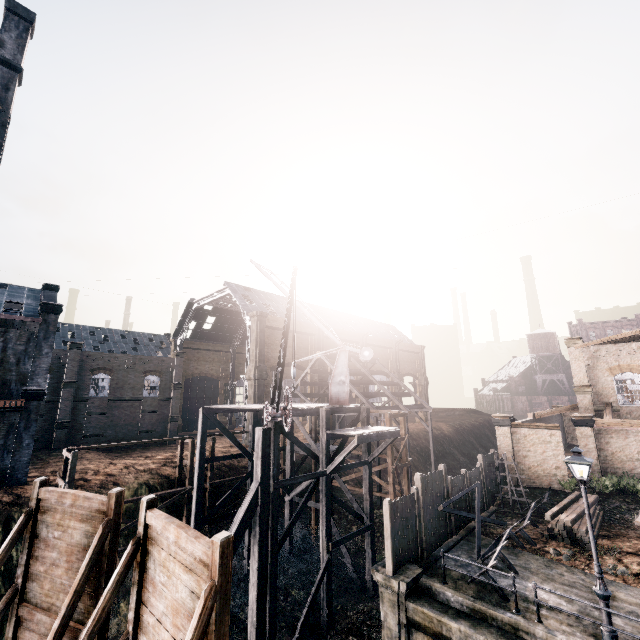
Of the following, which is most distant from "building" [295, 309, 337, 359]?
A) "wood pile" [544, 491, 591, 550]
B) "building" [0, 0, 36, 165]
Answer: "wood pile" [544, 491, 591, 550]

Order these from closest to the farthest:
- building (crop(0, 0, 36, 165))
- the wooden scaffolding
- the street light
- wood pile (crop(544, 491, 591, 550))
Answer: the street light < wood pile (crop(544, 491, 591, 550)) < the wooden scaffolding < building (crop(0, 0, 36, 165))

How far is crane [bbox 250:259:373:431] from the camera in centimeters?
1362cm

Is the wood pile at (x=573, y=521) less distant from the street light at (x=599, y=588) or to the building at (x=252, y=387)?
Result: the street light at (x=599, y=588)

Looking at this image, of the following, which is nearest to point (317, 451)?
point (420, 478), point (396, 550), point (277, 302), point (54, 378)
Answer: point (420, 478)

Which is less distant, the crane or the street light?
the street light

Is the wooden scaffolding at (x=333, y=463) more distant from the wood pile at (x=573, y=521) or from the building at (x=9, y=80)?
the building at (x=9, y=80)

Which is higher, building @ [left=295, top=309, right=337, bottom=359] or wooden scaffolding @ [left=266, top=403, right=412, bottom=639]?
building @ [left=295, top=309, right=337, bottom=359]
